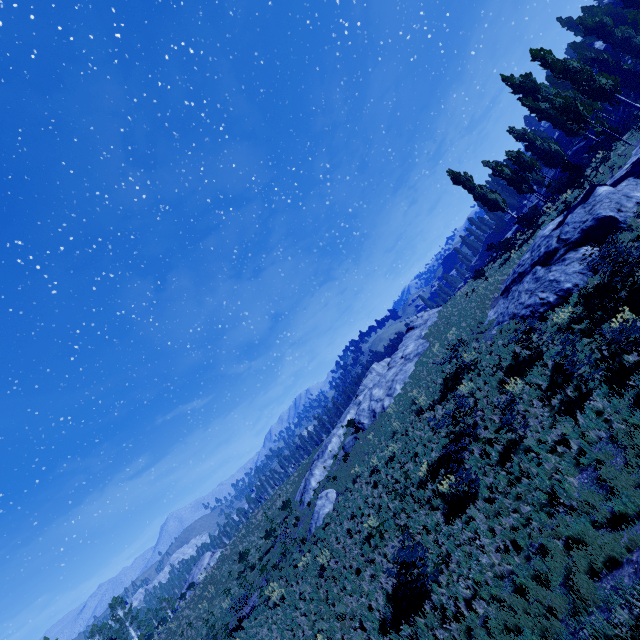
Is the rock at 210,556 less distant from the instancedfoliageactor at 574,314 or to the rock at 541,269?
the instancedfoliageactor at 574,314

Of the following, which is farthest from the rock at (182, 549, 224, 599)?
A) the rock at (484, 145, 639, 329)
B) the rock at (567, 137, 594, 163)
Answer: the rock at (567, 137, 594, 163)

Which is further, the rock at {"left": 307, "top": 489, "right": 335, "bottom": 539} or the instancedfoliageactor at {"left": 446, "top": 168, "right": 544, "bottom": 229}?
the instancedfoliageactor at {"left": 446, "top": 168, "right": 544, "bottom": 229}

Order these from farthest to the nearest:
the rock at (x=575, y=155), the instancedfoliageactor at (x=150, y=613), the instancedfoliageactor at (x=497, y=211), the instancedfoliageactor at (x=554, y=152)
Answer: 1. the instancedfoliageactor at (x=150, y=613)
2. the rock at (x=575, y=155)
3. the instancedfoliageactor at (x=497, y=211)
4. the instancedfoliageactor at (x=554, y=152)

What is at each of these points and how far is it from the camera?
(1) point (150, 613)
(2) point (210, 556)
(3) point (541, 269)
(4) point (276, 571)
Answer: (1) instancedfoliageactor, 54.72m
(2) rock, 49.59m
(3) rock, 18.59m
(4) instancedfoliageactor, 21.20m

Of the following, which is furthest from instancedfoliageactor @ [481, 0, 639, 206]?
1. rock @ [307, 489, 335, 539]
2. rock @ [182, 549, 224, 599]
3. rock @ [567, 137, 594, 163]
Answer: rock @ [307, 489, 335, 539]

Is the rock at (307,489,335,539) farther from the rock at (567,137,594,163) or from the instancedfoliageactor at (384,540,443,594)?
the rock at (567,137,594,163)

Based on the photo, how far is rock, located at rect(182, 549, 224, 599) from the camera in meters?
43.7
